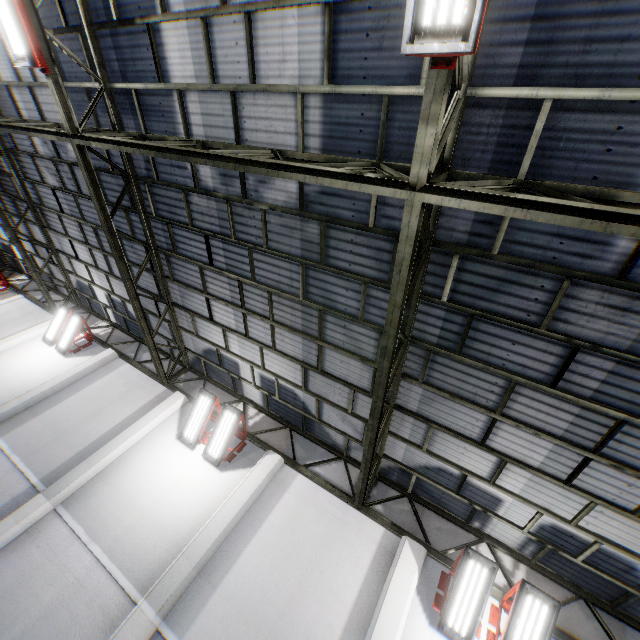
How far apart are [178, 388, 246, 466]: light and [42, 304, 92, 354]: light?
7.4m

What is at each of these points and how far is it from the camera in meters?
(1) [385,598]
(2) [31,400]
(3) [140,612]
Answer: (1) cement column, 6.4
(2) cement column, 10.3
(3) cement column, 6.1

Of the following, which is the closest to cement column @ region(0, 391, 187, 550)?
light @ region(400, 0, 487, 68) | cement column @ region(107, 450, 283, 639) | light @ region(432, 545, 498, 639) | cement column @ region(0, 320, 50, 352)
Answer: cement column @ region(107, 450, 283, 639)

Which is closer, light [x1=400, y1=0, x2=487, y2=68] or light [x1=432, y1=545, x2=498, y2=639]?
light [x1=400, y1=0, x2=487, y2=68]

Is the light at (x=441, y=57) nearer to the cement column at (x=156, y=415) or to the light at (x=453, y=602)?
the light at (x=453, y=602)

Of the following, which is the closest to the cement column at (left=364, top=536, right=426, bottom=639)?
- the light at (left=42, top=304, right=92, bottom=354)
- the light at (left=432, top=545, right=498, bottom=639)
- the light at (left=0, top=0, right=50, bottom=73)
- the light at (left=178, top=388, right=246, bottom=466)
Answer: the light at (left=432, top=545, right=498, bottom=639)

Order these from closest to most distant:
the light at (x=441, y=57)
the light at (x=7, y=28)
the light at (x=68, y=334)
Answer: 1. the light at (x=441, y=57)
2. the light at (x=7, y=28)
3. the light at (x=68, y=334)

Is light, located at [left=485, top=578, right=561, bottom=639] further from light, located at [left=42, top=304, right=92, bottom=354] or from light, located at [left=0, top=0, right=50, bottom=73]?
light, located at [left=42, top=304, right=92, bottom=354]
